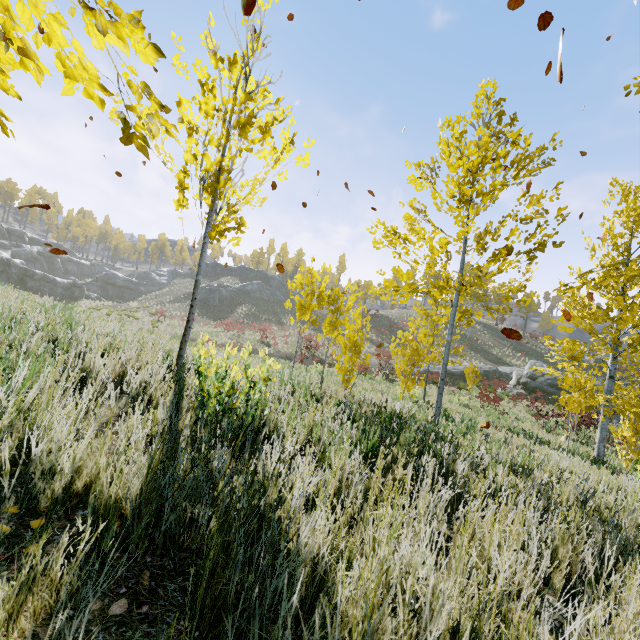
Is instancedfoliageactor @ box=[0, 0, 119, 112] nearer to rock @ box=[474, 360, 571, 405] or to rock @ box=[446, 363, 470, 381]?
rock @ box=[474, 360, 571, 405]

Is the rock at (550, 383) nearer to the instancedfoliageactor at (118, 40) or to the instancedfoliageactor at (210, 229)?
the instancedfoliageactor at (210, 229)

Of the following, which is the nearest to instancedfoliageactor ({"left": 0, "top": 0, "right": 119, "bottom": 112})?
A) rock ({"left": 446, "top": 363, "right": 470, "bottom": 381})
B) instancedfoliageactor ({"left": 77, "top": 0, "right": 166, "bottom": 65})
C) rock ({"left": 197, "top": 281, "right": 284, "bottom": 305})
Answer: instancedfoliageactor ({"left": 77, "top": 0, "right": 166, "bottom": 65})

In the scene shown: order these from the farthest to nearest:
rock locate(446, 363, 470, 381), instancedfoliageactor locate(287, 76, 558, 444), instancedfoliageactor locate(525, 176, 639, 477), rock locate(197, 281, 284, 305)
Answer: rock locate(197, 281, 284, 305) < rock locate(446, 363, 470, 381) < instancedfoliageactor locate(525, 176, 639, 477) < instancedfoliageactor locate(287, 76, 558, 444)

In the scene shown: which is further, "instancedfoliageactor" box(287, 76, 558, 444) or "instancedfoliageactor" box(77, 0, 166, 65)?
"instancedfoliageactor" box(287, 76, 558, 444)

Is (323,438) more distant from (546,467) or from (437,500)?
(546,467)

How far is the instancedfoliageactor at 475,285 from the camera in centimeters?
438cm

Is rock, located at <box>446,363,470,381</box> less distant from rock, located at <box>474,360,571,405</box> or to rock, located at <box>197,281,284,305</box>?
rock, located at <box>474,360,571,405</box>
